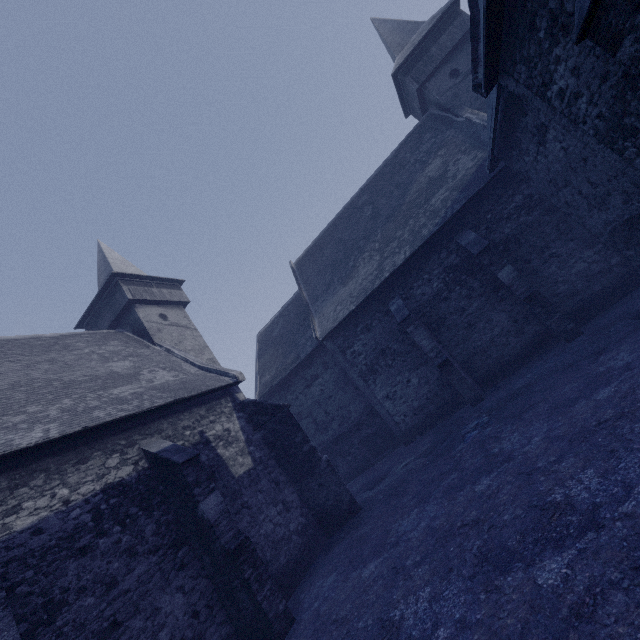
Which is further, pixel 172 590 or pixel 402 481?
pixel 402 481
